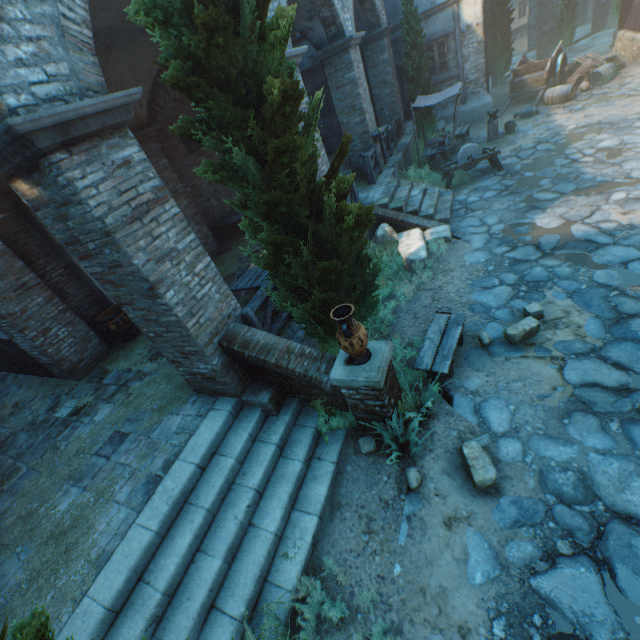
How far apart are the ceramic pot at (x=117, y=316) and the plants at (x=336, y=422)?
5.5 meters

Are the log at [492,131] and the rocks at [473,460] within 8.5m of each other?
no

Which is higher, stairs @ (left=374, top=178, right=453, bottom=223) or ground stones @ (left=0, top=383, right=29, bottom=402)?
ground stones @ (left=0, top=383, right=29, bottom=402)

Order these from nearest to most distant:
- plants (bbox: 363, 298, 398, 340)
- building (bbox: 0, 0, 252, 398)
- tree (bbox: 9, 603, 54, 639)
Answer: tree (bbox: 9, 603, 54, 639)
building (bbox: 0, 0, 252, 398)
plants (bbox: 363, 298, 398, 340)

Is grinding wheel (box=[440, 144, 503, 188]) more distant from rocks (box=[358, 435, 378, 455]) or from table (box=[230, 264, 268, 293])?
rocks (box=[358, 435, 378, 455])

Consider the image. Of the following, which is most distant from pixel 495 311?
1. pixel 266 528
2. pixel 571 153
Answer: pixel 571 153

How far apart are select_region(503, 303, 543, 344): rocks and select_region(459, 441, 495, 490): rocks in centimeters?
196cm

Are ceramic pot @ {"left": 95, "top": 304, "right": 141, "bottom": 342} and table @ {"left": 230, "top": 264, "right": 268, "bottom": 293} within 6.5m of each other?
yes
